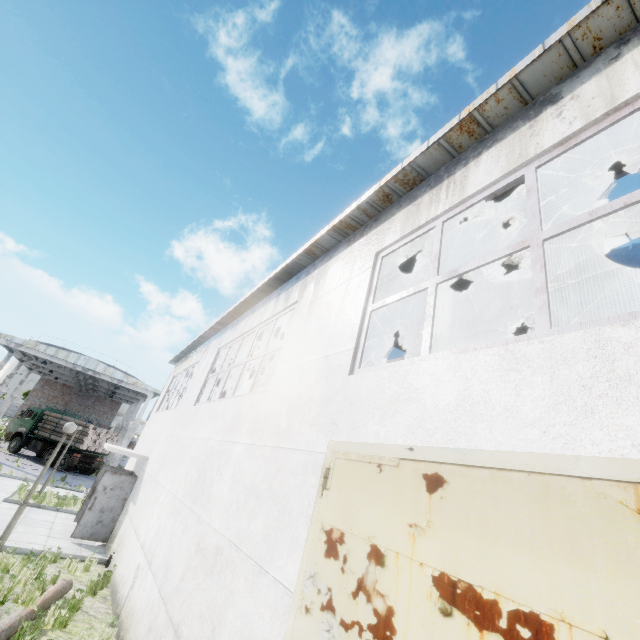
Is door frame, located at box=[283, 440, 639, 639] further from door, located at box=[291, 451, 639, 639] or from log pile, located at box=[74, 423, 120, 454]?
log pile, located at box=[74, 423, 120, 454]

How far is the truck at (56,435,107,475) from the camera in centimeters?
2417cm

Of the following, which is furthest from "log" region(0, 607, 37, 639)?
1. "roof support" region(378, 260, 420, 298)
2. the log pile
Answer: the log pile

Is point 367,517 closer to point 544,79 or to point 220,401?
point 544,79

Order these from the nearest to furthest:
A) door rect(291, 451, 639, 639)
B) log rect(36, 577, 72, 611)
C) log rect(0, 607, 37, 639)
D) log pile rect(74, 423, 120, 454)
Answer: door rect(291, 451, 639, 639)
log rect(0, 607, 37, 639)
log rect(36, 577, 72, 611)
log pile rect(74, 423, 120, 454)

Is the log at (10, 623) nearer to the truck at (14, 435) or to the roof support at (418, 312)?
the roof support at (418, 312)

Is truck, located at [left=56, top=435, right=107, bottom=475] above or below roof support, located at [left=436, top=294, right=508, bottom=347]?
below

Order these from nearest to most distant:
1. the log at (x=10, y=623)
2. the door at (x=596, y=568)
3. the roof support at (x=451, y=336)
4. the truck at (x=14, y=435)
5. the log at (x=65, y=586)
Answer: the door at (x=596, y=568)
the log at (x=10, y=623)
the log at (x=65, y=586)
the roof support at (x=451, y=336)
the truck at (x=14, y=435)
